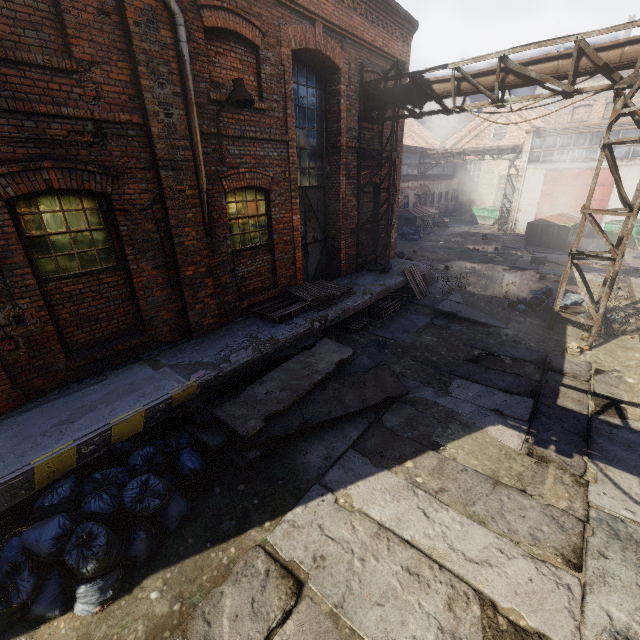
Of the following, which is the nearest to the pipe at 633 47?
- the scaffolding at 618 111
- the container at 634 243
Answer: the scaffolding at 618 111

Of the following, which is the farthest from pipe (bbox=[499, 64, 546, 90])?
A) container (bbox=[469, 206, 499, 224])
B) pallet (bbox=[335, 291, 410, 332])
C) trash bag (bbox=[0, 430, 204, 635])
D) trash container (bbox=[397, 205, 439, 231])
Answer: container (bbox=[469, 206, 499, 224])

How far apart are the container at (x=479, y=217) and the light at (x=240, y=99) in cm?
2737

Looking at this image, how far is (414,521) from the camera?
4.0 meters

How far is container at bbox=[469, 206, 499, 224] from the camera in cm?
2757

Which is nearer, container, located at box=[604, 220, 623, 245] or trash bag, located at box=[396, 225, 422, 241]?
container, located at box=[604, 220, 623, 245]

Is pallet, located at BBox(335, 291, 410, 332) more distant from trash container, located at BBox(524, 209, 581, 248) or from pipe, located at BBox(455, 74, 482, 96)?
trash container, located at BBox(524, 209, 581, 248)

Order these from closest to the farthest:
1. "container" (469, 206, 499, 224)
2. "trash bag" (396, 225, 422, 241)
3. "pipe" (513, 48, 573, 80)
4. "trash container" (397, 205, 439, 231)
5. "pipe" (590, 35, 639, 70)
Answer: "pipe" (590, 35, 639, 70) < "pipe" (513, 48, 573, 80) < "trash bag" (396, 225, 422, 241) < "trash container" (397, 205, 439, 231) < "container" (469, 206, 499, 224)
